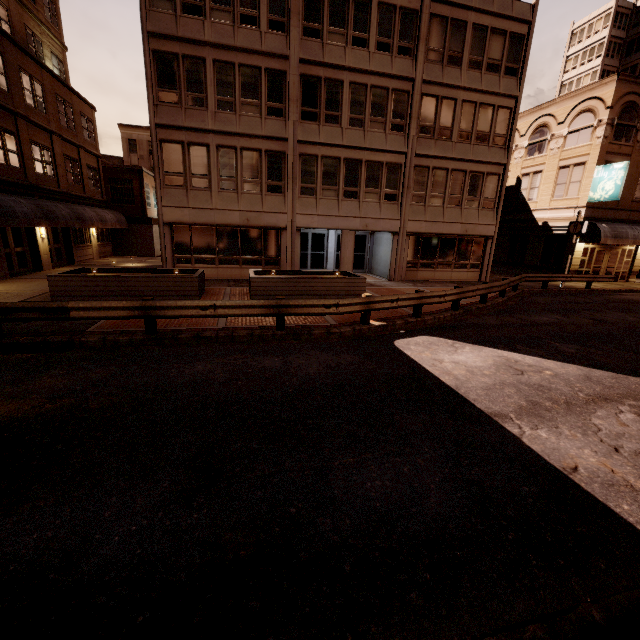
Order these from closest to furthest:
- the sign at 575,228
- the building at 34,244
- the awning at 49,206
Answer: the awning at 49,206
the building at 34,244
the sign at 575,228

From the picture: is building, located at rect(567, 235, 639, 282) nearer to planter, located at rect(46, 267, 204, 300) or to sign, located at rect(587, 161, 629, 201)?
sign, located at rect(587, 161, 629, 201)

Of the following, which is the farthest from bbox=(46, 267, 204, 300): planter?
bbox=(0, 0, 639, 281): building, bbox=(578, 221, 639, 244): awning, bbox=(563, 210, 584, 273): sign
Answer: bbox=(578, 221, 639, 244): awning

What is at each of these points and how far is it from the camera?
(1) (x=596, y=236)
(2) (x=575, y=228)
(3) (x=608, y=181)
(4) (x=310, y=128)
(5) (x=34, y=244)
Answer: (1) awning, 22.1 meters
(2) sign, 19.9 meters
(3) sign, 21.3 meters
(4) building, 17.3 meters
(5) building, 18.2 meters

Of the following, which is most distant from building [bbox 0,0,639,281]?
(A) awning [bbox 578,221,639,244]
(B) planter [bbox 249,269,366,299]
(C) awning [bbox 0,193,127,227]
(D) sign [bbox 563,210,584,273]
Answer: (C) awning [bbox 0,193,127,227]

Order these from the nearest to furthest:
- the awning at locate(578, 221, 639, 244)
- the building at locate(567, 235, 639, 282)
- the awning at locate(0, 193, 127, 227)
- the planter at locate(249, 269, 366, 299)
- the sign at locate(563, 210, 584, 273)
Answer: the planter at locate(249, 269, 366, 299)
the awning at locate(0, 193, 127, 227)
the sign at locate(563, 210, 584, 273)
the awning at locate(578, 221, 639, 244)
the building at locate(567, 235, 639, 282)

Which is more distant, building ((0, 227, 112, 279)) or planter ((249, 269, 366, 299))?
building ((0, 227, 112, 279))

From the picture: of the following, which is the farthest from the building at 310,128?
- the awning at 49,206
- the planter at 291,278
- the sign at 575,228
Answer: the awning at 49,206
